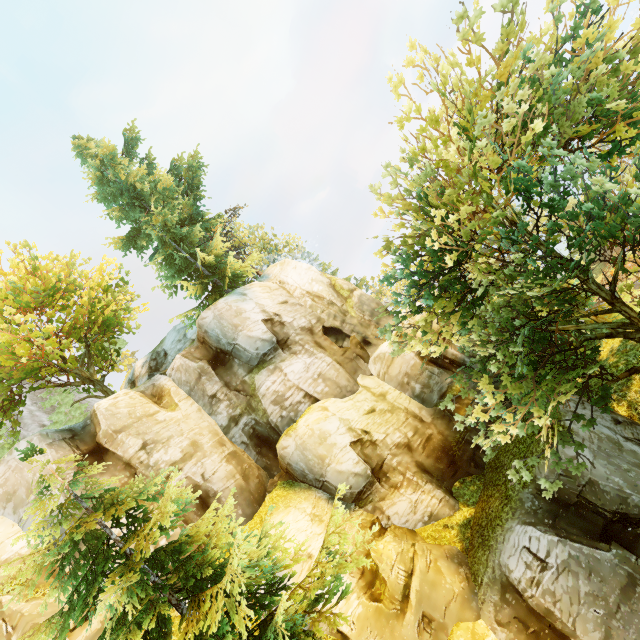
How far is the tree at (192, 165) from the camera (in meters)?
21.27

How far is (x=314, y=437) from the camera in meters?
16.5 m

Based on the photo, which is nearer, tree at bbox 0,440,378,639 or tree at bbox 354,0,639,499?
tree at bbox 0,440,378,639

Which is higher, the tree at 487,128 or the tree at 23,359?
the tree at 23,359

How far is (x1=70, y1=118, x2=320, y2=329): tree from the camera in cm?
2127
